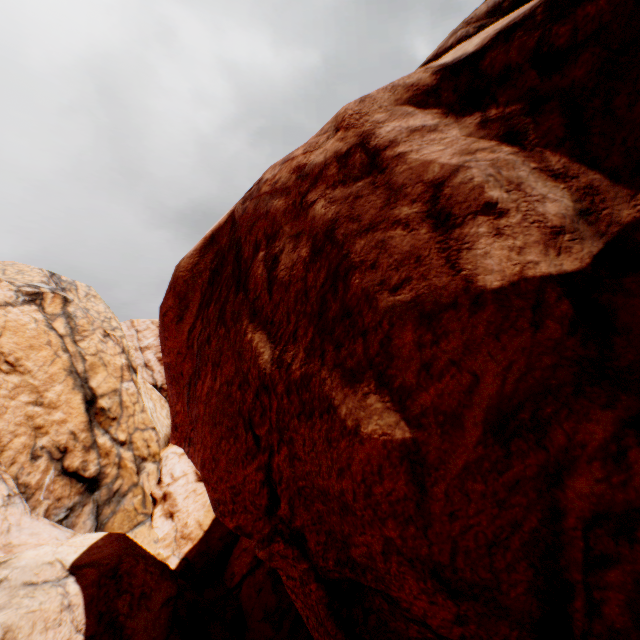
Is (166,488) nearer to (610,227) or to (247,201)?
(247,201)
